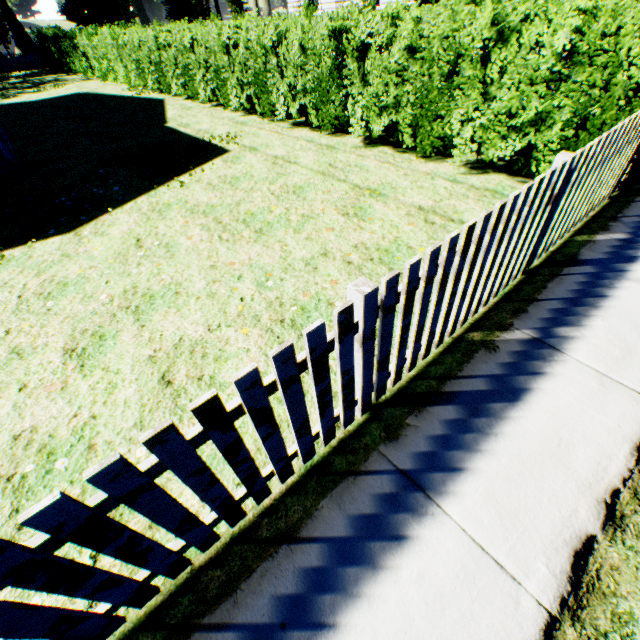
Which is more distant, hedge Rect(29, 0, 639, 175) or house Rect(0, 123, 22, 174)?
house Rect(0, 123, 22, 174)

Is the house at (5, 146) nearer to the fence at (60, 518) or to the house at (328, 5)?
the fence at (60, 518)

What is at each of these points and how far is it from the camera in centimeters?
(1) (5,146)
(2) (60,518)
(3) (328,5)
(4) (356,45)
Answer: (1) house, 788cm
(2) fence, 111cm
(3) house, 1881cm
(4) hedge, 630cm

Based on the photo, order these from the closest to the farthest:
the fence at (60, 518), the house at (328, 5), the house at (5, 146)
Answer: the fence at (60, 518) < the house at (5, 146) < the house at (328, 5)

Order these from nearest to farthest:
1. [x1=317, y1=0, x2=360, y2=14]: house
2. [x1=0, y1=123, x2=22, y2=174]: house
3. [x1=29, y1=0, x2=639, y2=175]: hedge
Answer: [x1=29, y1=0, x2=639, y2=175]: hedge < [x1=0, y1=123, x2=22, y2=174]: house < [x1=317, y1=0, x2=360, y2=14]: house

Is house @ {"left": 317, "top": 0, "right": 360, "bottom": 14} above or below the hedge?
above

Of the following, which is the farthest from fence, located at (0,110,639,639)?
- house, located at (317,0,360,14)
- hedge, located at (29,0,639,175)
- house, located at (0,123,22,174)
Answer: house, located at (317,0,360,14)

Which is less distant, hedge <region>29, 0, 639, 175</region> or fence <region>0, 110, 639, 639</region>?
fence <region>0, 110, 639, 639</region>
